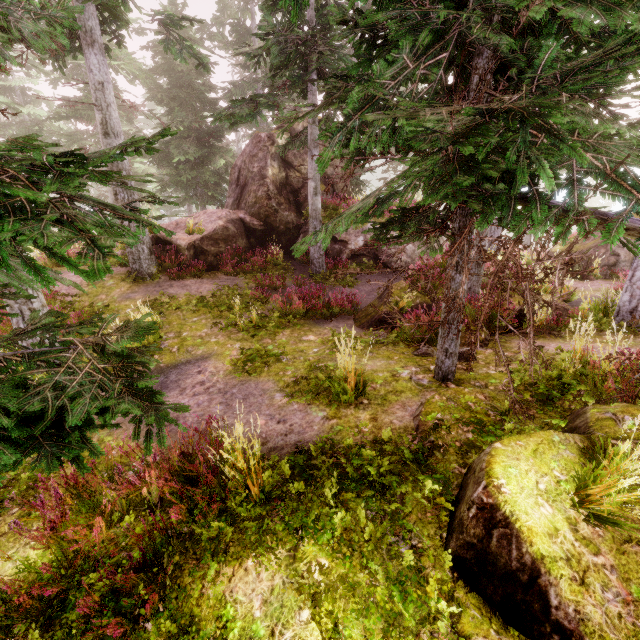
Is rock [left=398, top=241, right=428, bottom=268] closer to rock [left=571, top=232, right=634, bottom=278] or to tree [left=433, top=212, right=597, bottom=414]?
rock [left=571, top=232, right=634, bottom=278]

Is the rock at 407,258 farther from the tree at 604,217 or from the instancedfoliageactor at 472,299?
the tree at 604,217

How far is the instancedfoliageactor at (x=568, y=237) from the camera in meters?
3.3 m

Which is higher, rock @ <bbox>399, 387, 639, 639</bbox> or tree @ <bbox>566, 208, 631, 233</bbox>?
tree @ <bbox>566, 208, 631, 233</bbox>

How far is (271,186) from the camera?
16.3m

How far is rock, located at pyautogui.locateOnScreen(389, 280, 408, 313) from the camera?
9.9 meters

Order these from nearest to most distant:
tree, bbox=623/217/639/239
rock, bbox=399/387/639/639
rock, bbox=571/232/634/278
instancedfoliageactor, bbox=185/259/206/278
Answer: rock, bbox=399/387/639/639, tree, bbox=623/217/639/239, instancedfoliageactor, bbox=185/259/206/278, rock, bbox=571/232/634/278

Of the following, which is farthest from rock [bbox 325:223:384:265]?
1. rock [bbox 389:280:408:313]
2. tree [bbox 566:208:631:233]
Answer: tree [bbox 566:208:631:233]
